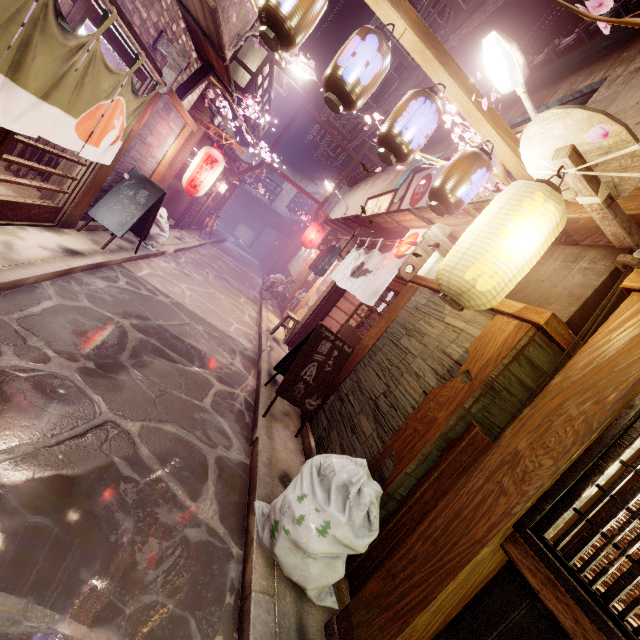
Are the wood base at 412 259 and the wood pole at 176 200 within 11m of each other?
no

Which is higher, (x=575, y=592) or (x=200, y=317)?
(x=575, y=592)

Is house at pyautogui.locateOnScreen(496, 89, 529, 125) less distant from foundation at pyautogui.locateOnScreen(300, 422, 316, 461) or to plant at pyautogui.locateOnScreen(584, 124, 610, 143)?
plant at pyautogui.locateOnScreen(584, 124, 610, 143)

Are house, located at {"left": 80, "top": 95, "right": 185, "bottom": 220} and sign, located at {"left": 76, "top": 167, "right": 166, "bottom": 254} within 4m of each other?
yes

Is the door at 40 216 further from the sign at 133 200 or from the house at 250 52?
the house at 250 52

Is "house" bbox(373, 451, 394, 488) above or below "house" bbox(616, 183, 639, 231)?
below

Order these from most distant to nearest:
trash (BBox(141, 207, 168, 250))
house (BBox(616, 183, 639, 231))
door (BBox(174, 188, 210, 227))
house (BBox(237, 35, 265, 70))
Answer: door (BBox(174, 188, 210, 227))
house (BBox(237, 35, 265, 70))
trash (BBox(141, 207, 168, 250))
house (BBox(616, 183, 639, 231))

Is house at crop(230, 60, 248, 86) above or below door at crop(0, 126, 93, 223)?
above
